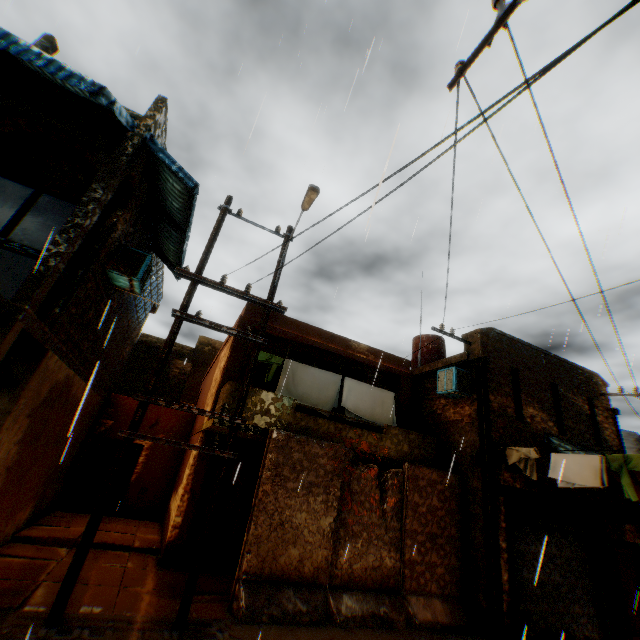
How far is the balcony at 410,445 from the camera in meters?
8.3 m

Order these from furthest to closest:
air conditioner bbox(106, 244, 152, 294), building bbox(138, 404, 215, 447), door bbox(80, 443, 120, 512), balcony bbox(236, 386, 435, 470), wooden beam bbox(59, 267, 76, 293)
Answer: door bbox(80, 443, 120, 512) → building bbox(138, 404, 215, 447) → balcony bbox(236, 386, 435, 470) → air conditioner bbox(106, 244, 152, 294) → wooden beam bbox(59, 267, 76, 293)

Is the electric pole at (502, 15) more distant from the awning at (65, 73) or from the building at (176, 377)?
the awning at (65, 73)

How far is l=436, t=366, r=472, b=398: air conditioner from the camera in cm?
1016

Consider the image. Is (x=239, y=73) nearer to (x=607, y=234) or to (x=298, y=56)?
(x=298, y=56)

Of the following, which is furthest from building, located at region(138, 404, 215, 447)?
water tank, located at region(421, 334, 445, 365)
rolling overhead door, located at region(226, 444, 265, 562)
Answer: water tank, located at region(421, 334, 445, 365)

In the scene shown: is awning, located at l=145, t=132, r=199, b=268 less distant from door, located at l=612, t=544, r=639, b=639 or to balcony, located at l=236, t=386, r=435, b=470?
balcony, located at l=236, t=386, r=435, b=470

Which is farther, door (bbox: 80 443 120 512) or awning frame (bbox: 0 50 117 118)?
door (bbox: 80 443 120 512)
